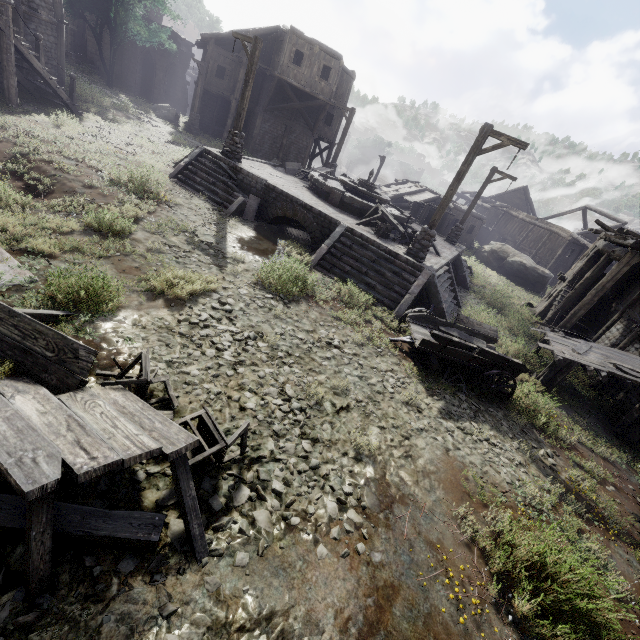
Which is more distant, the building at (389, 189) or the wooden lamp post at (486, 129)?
the building at (389, 189)

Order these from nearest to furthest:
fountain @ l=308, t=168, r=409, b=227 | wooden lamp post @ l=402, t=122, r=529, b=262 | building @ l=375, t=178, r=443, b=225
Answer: wooden lamp post @ l=402, t=122, r=529, b=262 < fountain @ l=308, t=168, r=409, b=227 < building @ l=375, t=178, r=443, b=225

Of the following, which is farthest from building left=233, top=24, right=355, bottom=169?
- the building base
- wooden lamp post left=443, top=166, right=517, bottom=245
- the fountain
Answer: the fountain

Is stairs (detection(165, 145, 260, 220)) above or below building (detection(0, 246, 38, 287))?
above

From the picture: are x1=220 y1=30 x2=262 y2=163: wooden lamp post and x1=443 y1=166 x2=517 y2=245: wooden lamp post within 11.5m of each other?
no

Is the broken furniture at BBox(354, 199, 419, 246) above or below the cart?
above

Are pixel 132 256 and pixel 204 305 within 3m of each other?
yes

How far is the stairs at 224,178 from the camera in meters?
13.5
